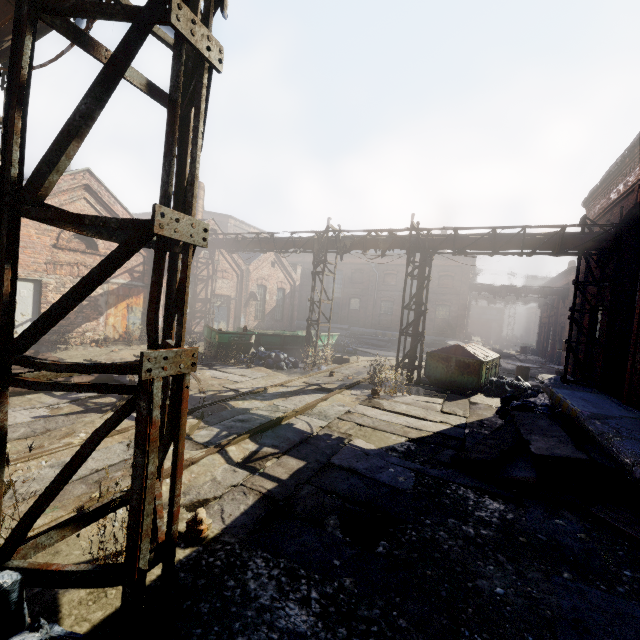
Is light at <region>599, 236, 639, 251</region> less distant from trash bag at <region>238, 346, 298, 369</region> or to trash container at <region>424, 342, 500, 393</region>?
trash container at <region>424, 342, 500, 393</region>

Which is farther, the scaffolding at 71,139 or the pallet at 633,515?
the pallet at 633,515

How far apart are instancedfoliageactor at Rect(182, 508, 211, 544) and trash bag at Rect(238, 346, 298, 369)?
10.0m

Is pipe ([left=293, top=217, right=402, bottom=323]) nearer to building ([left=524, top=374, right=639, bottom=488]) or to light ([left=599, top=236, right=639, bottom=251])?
building ([left=524, top=374, right=639, bottom=488])

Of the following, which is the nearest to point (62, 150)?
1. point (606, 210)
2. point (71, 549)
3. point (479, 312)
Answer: point (71, 549)

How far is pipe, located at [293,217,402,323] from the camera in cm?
1426

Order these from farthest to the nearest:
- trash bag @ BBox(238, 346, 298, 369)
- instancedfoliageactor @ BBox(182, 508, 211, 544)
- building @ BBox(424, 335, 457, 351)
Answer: building @ BBox(424, 335, 457, 351), trash bag @ BBox(238, 346, 298, 369), instancedfoliageactor @ BBox(182, 508, 211, 544)

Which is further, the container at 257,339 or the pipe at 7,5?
the container at 257,339
